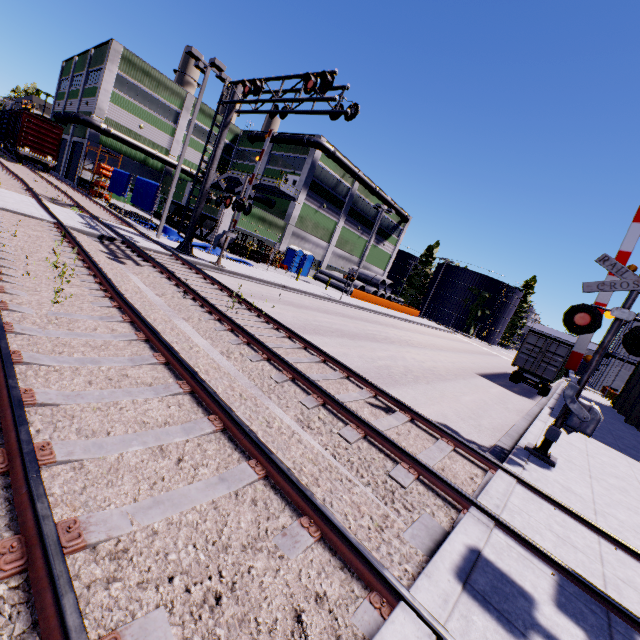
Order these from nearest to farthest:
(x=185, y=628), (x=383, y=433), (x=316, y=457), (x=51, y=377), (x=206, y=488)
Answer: (x=185, y=628), (x=206, y=488), (x=51, y=377), (x=316, y=457), (x=383, y=433)

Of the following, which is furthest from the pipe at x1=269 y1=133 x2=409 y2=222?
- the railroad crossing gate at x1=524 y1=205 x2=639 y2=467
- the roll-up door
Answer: the railroad crossing gate at x1=524 y1=205 x2=639 y2=467

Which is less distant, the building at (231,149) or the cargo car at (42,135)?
the cargo car at (42,135)

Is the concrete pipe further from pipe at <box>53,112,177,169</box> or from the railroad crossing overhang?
the railroad crossing overhang

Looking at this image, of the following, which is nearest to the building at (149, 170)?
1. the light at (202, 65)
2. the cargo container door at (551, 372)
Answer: the cargo container door at (551, 372)

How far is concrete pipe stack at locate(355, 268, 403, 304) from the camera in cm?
4366

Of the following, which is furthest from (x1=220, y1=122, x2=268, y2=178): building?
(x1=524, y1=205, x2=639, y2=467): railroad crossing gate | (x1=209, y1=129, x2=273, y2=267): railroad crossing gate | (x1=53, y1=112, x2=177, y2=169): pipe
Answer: (x1=209, y1=129, x2=273, y2=267): railroad crossing gate

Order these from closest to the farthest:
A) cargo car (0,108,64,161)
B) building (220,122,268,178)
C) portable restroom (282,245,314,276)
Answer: cargo car (0,108,64,161) → portable restroom (282,245,314,276) → building (220,122,268,178)
